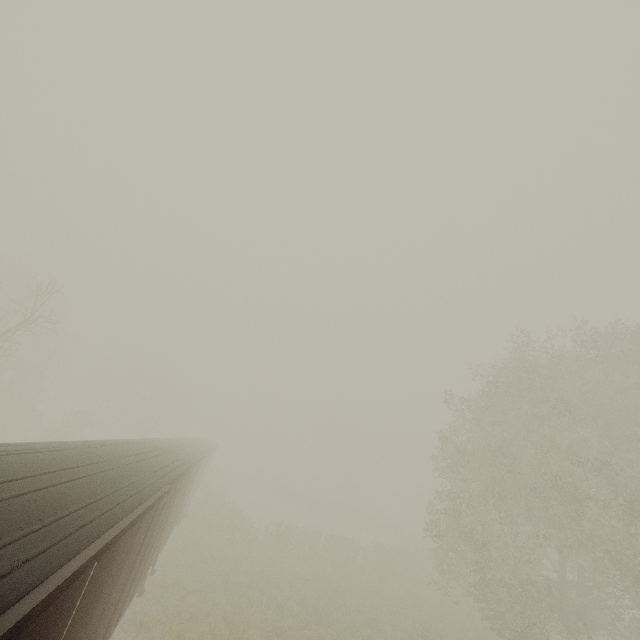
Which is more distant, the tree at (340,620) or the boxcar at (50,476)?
the tree at (340,620)

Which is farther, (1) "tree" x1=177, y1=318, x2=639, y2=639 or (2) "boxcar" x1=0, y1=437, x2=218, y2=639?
(1) "tree" x1=177, y1=318, x2=639, y2=639

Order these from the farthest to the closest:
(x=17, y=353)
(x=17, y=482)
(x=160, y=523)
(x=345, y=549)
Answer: (x=17, y=353)
(x=345, y=549)
(x=160, y=523)
(x=17, y=482)
